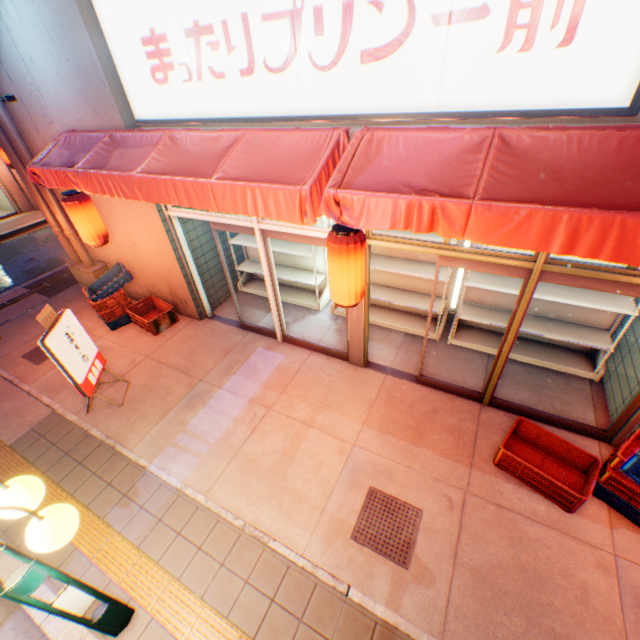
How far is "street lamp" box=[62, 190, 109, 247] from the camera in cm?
558

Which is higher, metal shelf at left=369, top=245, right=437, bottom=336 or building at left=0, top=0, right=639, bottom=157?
building at left=0, top=0, right=639, bottom=157

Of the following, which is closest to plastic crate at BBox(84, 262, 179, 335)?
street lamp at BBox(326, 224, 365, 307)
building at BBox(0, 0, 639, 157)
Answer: building at BBox(0, 0, 639, 157)

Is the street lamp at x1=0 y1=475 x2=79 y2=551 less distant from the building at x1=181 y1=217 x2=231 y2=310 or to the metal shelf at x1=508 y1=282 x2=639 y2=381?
the building at x1=181 y1=217 x2=231 y2=310

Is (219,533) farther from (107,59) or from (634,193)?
(107,59)

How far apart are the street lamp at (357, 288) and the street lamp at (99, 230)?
4.83m

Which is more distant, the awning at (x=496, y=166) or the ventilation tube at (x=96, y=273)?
the ventilation tube at (x=96, y=273)

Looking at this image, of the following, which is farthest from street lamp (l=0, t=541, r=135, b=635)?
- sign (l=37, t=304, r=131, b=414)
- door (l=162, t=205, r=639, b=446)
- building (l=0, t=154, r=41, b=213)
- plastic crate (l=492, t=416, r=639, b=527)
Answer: building (l=0, t=154, r=41, b=213)
